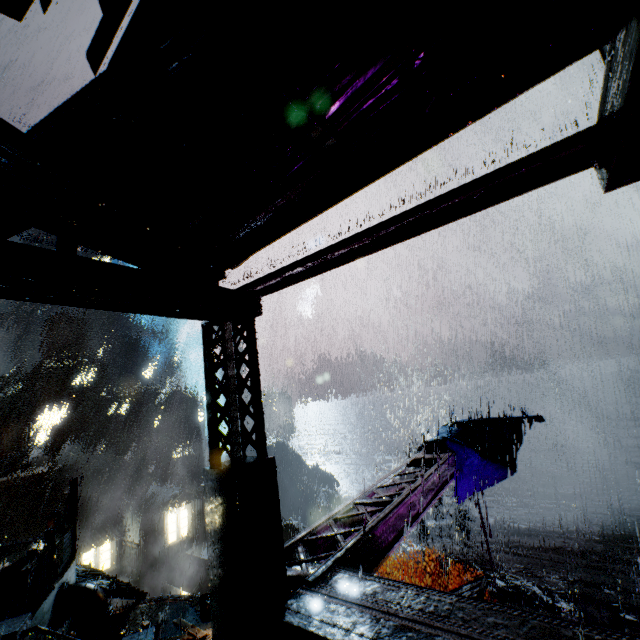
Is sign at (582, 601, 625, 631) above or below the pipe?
above

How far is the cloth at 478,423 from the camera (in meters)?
12.05

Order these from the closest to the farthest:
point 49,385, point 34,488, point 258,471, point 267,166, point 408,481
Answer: point 267,166, point 258,471, point 408,481, point 34,488, point 49,385

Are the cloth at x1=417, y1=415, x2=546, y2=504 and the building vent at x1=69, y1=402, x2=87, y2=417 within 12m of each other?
no

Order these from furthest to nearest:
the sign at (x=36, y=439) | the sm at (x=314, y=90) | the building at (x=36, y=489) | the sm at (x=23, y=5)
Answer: the sign at (x=36, y=439), the building at (x=36, y=489), the sm at (x=314, y=90), the sm at (x=23, y=5)

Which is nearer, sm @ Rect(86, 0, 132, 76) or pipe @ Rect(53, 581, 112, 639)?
sm @ Rect(86, 0, 132, 76)

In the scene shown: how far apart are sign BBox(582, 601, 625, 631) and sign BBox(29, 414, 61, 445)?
55.46m

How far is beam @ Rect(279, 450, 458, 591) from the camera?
5.74m
